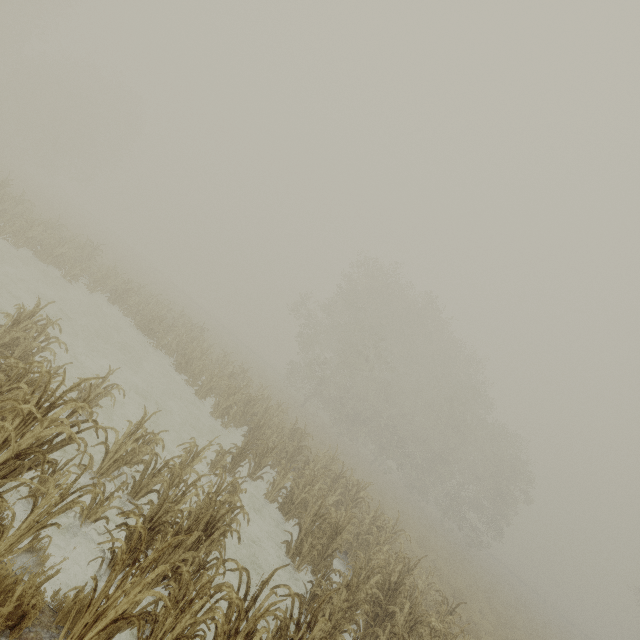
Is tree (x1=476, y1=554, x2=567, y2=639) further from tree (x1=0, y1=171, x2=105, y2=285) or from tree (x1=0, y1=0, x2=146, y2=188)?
tree (x1=0, y1=0, x2=146, y2=188)

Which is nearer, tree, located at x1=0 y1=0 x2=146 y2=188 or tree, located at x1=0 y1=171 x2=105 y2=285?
tree, located at x1=0 y1=171 x2=105 y2=285

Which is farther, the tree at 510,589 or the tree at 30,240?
the tree at 510,589

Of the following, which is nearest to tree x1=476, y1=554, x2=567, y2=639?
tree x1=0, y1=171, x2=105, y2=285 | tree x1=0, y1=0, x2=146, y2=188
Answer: tree x1=0, y1=171, x2=105, y2=285

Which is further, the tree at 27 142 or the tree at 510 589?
the tree at 27 142

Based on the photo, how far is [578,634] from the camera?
35.5m

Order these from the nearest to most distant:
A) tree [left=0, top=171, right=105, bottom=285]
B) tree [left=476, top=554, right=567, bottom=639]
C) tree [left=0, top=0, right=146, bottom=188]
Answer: tree [left=0, top=171, right=105, bottom=285] → tree [left=476, top=554, right=567, bottom=639] → tree [left=0, top=0, right=146, bottom=188]
